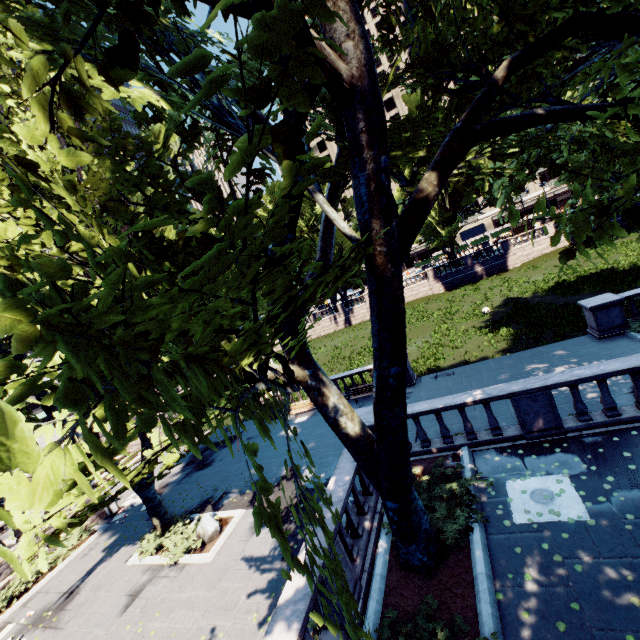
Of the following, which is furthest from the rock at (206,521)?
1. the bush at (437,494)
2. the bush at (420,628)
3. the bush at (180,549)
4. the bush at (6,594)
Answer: the bush at (420,628)

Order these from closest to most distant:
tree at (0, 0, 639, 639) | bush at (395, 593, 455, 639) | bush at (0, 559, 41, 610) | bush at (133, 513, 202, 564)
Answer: tree at (0, 0, 639, 639), bush at (395, 593, 455, 639), bush at (133, 513, 202, 564), bush at (0, 559, 41, 610)

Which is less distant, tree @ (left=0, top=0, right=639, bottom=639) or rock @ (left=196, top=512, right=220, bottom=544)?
tree @ (left=0, top=0, right=639, bottom=639)

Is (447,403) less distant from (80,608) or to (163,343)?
(163,343)

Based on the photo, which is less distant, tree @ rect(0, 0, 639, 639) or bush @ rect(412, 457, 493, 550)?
tree @ rect(0, 0, 639, 639)

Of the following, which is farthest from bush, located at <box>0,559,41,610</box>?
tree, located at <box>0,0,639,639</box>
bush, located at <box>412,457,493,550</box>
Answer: bush, located at <box>412,457,493,550</box>

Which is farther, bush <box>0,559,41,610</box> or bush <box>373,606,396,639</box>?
bush <box>0,559,41,610</box>

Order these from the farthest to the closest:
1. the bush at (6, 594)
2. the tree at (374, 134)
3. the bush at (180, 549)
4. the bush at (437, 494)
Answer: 1. the bush at (6, 594)
2. the bush at (180, 549)
3. the bush at (437, 494)
4. the tree at (374, 134)
